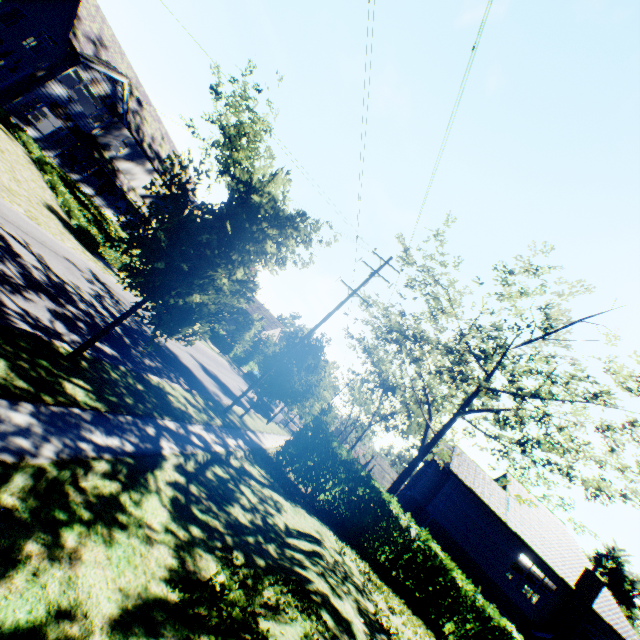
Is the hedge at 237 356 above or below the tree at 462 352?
below

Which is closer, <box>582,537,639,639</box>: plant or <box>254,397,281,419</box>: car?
<box>254,397,281,419</box>: car

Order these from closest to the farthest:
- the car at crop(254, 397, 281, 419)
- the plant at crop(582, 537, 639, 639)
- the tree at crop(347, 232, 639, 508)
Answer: the tree at crop(347, 232, 639, 508), the car at crop(254, 397, 281, 419), the plant at crop(582, 537, 639, 639)

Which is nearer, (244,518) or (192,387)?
(244,518)

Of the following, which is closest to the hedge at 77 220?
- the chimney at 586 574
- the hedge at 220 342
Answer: the hedge at 220 342

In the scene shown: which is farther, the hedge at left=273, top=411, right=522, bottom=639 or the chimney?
the chimney

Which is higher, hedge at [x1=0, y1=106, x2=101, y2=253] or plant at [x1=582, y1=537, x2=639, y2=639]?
plant at [x1=582, y1=537, x2=639, y2=639]

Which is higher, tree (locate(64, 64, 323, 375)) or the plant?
the plant
